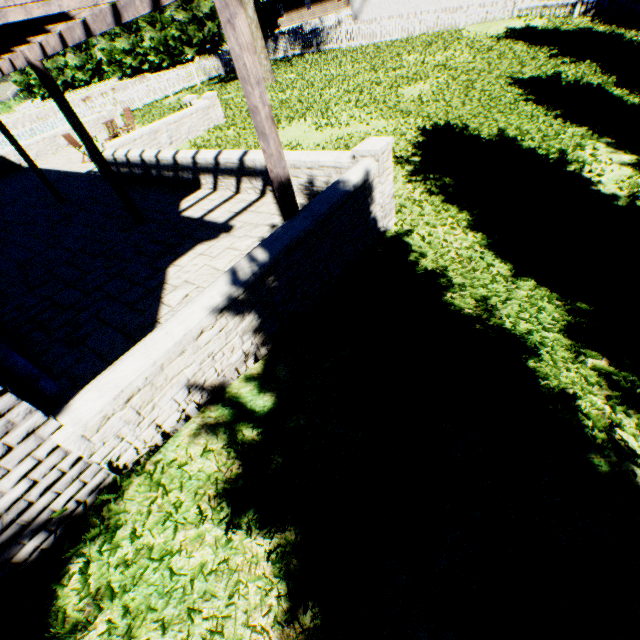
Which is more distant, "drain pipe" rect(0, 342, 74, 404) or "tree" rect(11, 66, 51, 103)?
"tree" rect(11, 66, 51, 103)

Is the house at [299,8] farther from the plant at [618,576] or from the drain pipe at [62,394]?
the drain pipe at [62,394]

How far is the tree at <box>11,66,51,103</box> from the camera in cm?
5091

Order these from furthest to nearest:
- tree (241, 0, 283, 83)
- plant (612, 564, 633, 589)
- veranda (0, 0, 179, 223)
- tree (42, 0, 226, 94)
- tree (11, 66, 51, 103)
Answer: tree (11, 66, 51, 103)
tree (42, 0, 226, 94)
tree (241, 0, 283, 83)
veranda (0, 0, 179, 223)
plant (612, 564, 633, 589)

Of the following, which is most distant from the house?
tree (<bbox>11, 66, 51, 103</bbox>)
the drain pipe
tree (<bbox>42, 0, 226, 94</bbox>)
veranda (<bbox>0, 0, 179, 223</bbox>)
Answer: the drain pipe

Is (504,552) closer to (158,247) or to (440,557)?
(440,557)

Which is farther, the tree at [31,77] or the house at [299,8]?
the tree at [31,77]

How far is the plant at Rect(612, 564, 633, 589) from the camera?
2.4 meters
